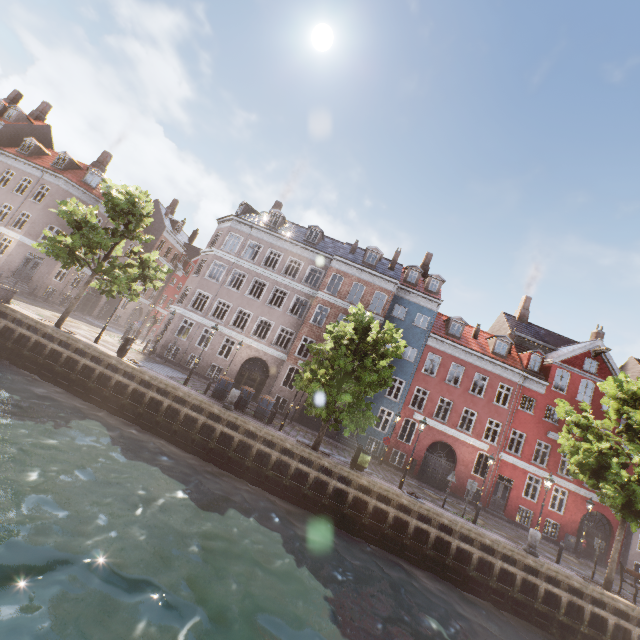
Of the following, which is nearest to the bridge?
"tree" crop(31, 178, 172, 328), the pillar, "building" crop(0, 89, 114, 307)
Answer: "tree" crop(31, 178, 172, 328)

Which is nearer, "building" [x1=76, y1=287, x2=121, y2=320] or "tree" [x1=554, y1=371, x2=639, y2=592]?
"tree" [x1=554, y1=371, x2=639, y2=592]

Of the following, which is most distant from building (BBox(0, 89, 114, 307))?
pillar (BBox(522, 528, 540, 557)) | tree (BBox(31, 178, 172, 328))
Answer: pillar (BBox(522, 528, 540, 557))

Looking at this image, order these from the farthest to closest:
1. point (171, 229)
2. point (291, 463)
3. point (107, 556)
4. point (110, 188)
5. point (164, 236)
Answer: point (171, 229) < point (164, 236) < point (110, 188) < point (291, 463) < point (107, 556)

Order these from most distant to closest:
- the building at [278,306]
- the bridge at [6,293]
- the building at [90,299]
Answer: the building at [90,299], the building at [278,306], the bridge at [6,293]

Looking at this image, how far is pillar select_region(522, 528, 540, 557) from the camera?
15.23m

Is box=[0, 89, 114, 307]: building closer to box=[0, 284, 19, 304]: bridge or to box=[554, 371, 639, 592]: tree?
box=[554, 371, 639, 592]: tree

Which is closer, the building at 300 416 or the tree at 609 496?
the tree at 609 496
